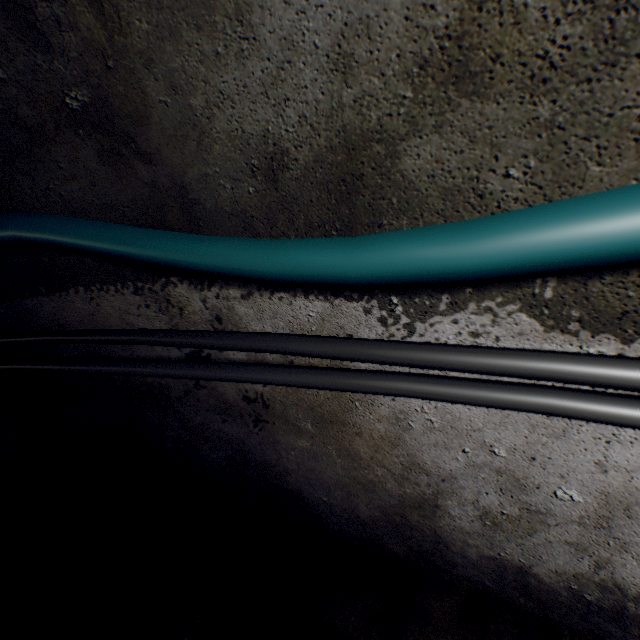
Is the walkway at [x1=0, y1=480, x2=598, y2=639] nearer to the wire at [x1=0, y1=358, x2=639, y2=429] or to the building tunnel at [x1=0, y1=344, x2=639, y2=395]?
the building tunnel at [x1=0, y1=344, x2=639, y2=395]

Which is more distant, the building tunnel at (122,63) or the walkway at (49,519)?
the walkway at (49,519)

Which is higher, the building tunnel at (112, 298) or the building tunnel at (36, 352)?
the building tunnel at (112, 298)

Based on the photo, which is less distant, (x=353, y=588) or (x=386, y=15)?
(x=386, y=15)

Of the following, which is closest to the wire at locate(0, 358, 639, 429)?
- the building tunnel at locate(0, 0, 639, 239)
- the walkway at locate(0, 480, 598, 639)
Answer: the building tunnel at locate(0, 0, 639, 239)
